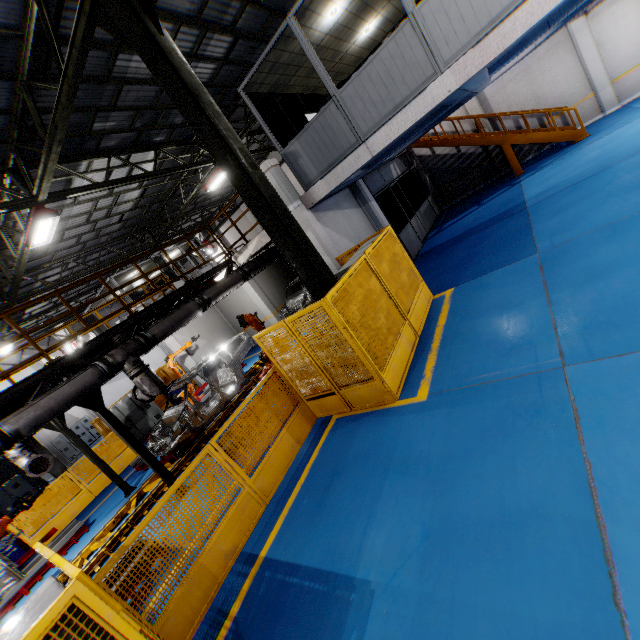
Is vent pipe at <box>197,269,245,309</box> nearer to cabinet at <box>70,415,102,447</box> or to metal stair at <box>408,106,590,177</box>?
metal stair at <box>408,106,590,177</box>

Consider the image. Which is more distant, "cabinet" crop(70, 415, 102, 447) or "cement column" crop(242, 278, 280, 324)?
"cabinet" crop(70, 415, 102, 447)

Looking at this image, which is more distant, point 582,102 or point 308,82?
point 582,102

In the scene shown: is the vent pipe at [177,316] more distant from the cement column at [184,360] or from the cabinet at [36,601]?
the cement column at [184,360]

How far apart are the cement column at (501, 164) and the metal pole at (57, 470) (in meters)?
23.38

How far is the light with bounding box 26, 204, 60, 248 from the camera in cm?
861

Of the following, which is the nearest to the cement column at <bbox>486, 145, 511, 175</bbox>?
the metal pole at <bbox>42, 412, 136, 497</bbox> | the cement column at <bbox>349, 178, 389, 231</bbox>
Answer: the cement column at <bbox>349, 178, 389, 231</bbox>

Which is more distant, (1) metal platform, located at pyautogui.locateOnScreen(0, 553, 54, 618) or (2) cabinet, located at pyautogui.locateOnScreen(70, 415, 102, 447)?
(2) cabinet, located at pyautogui.locateOnScreen(70, 415, 102, 447)
